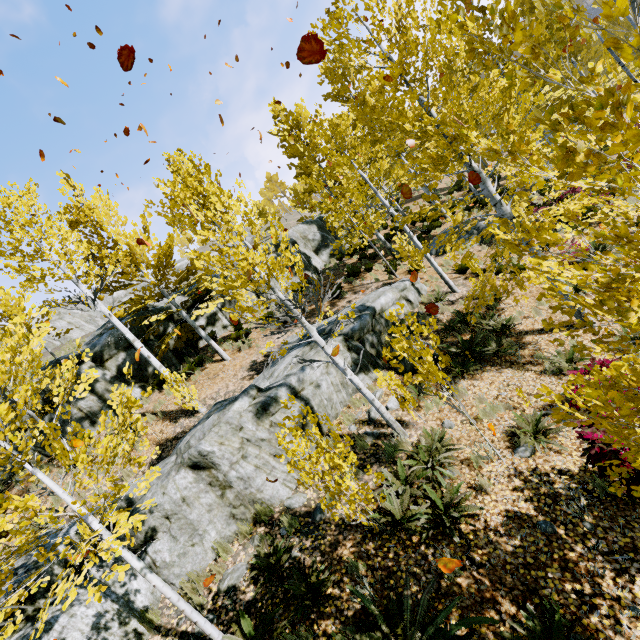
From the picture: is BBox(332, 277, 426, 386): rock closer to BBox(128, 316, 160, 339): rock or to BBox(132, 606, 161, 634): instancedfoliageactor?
BBox(132, 606, 161, 634): instancedfoliageactor

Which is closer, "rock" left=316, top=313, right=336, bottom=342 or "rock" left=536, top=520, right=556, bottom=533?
"rock" left=536, top=520, right=556, bottom=533

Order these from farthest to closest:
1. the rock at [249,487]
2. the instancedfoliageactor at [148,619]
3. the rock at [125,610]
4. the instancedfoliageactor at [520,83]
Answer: the rock at [249,487]
the instancedfoliageactor at [148,619]
the rock at [125,610]
the instancedfoliageactor at [520,83]

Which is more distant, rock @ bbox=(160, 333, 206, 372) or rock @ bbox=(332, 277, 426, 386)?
rock @ bbox=(160, 333, 206, 372)

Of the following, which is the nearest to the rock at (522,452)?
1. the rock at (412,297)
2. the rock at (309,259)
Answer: the rock at (309,259)

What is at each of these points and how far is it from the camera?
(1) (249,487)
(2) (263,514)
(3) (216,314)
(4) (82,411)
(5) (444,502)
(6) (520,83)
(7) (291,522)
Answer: (1) rock, 6.3m
(2) instancedfoliageactor, 6.2m
(3) rock, 16.3m
(4) rock, 11.9m
(5) instancedfoliageactor, 5.1m
(6) instancedfoliageactor, 22.1m
(7) instancedfoliageactor, 5.8m

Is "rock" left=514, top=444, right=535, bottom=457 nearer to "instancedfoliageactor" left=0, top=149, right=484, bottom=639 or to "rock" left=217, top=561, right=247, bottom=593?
"instancedfoliageactor" left=0, top=149, right=484, bottom=639

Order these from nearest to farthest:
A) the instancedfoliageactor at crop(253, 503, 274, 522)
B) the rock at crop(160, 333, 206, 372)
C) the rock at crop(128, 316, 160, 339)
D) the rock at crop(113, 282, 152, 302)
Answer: the instancedfoliageactor at crop(253, 503, 274, 522)
the rock at crop(128, 316, 160, 339)
the rock at crop(160, 333, 206, 372)
the rock at crop(113, 282, 152, 302)
